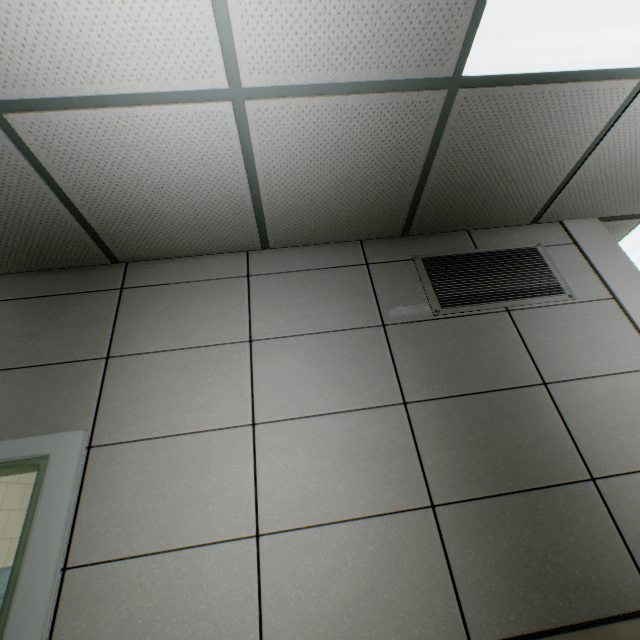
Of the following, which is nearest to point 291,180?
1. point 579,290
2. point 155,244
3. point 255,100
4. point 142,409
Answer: point 255,100

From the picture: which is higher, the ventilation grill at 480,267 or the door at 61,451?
the ventilation grill at 480,267

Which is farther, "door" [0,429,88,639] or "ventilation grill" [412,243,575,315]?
"ventilation grill" [412,243,575,315]

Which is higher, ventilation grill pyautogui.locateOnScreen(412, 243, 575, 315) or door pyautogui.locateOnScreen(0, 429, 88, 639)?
ventilation grill pyautogui.locateOnScreen(412, 243, 575, 315)

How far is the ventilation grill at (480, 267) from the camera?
2.1m

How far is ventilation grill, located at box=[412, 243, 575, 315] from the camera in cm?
207
